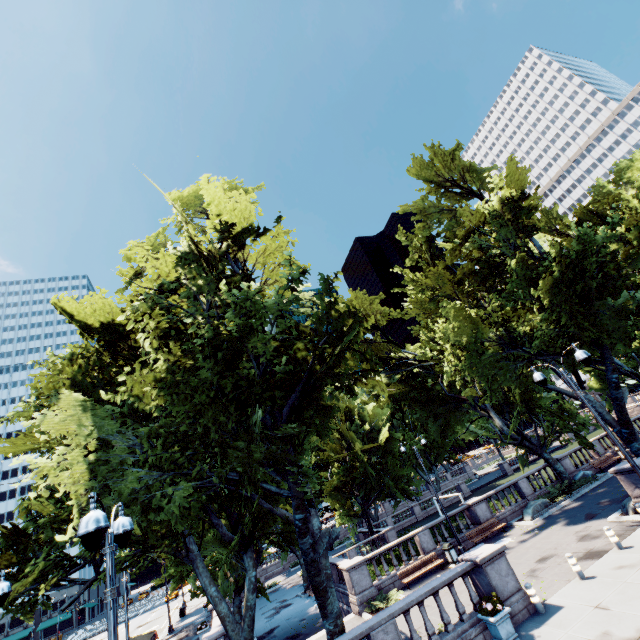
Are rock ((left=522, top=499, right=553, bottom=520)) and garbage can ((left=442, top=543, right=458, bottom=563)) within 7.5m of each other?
yes

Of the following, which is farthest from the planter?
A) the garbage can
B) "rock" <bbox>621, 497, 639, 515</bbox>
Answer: "rock" <bbox>621, 497, 639, 515</bbox>

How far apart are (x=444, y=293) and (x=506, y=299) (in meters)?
4.79

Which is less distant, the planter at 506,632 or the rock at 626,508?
the planter at 506,632

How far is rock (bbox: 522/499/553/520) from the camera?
22.1 meters

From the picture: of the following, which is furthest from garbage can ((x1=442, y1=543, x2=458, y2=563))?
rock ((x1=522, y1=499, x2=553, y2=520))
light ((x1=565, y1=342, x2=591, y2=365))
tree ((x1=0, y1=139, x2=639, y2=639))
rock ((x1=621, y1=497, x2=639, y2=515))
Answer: light ((x1=565, y1=342, x2=591, y2=365))

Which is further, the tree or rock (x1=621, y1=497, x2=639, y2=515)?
rock (x1=621, y1=497, x2=639, y2=515)

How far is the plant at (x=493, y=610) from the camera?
10.7 meters
